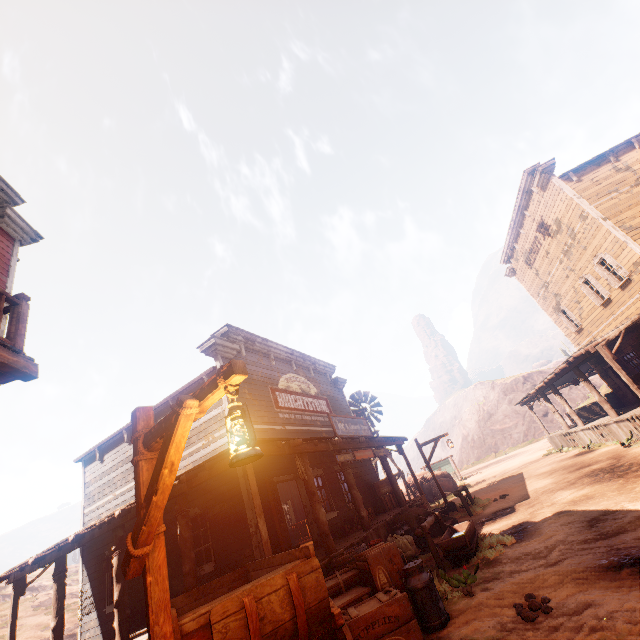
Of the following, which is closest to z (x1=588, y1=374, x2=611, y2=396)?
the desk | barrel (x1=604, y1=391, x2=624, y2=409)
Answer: the desk

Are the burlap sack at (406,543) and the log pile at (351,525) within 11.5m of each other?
yes

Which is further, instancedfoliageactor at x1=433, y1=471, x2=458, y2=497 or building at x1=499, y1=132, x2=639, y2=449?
instancedfoliageactor at x1=433, y1=471, x2=458, y2=497

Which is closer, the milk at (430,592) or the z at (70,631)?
the milk at (430,592)

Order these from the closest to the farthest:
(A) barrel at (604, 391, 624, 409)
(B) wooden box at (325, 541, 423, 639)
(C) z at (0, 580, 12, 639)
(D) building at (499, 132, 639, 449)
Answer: (B) wooden box at (325, 541, 423, 639), (D) building at (499, 132, 639, 449), (A) barrel at (604, 391, 624, 409), (C) z at (0, 580, 12, 639)

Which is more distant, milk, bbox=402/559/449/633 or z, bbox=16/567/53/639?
z, bbox=16/567/53/639

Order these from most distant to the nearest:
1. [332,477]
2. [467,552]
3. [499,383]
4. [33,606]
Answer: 1. [499,383]
2. [33,606]
3. [332,477]
4. [467,552]

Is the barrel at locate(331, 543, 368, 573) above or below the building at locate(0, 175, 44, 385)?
below
